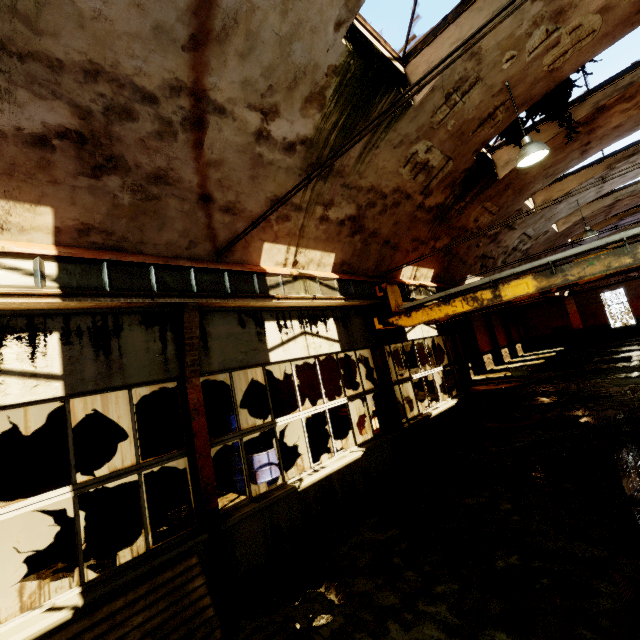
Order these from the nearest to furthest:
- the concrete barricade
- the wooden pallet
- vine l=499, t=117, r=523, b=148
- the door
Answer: the wooden pallet
vine l=499, t=117, r=523, b=148
the concrete barricade
the door

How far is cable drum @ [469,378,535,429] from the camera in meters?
9.6

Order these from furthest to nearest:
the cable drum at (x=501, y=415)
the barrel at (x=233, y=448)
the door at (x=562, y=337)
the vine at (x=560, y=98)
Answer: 1. the door at (x=562, y=337)
2. the cable drum at (x=501, y=415)
3. the barrel at (x=233, y=448)
4. the vine at (x=560, y=98)

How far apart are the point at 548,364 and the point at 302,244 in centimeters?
2286cm

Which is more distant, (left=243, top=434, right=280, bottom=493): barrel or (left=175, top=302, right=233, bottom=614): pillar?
(left=243, top=434, right=280, bottom=493): barrel

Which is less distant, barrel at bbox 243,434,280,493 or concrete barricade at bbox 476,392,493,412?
barrel at bbox 243,434,280,493

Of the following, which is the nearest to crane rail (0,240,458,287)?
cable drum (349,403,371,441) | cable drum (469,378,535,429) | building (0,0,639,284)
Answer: building (0,0,639,284)

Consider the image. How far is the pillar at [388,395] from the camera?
7.9 meters
